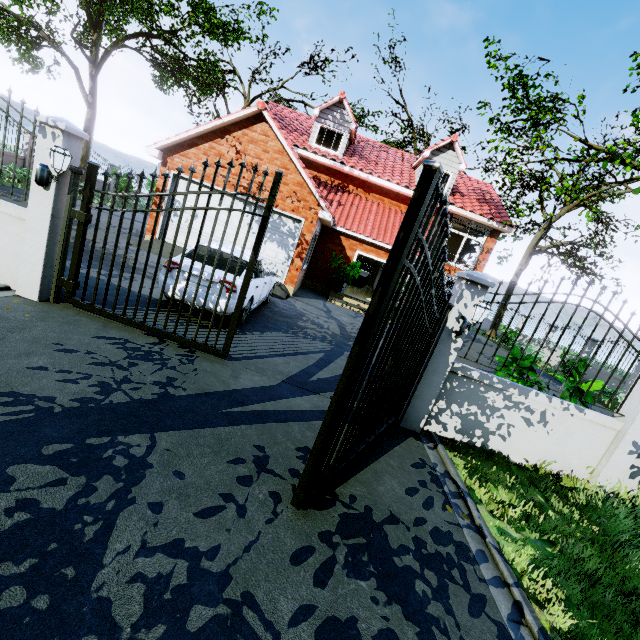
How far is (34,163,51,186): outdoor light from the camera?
4.3 meters

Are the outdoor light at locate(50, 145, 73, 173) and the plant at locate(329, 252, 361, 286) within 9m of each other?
no

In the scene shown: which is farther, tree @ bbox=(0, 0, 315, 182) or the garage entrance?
tree @ bbox=(0, 0, 315, 182)

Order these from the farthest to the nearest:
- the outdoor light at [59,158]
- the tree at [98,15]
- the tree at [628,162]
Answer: the tree at [98,15] → the tree at [628,162] → the outdoor light at [59,158]

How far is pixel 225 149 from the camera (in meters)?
11.45

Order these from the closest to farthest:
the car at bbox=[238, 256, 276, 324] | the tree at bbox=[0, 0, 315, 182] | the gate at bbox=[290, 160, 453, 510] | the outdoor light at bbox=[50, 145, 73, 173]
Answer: the gate at bbox=[290, 160, 453, 510]
the outdoor light at bbox=[50, 145, 73, 173]
the car at bbox=[238, 256, 276, 324]
the tree at bbox=[0, 0, 315, 182]

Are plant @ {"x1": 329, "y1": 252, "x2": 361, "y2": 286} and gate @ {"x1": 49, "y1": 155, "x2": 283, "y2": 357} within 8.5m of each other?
no

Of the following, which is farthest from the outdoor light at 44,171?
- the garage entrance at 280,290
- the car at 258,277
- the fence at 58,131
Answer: the garage entrance at 280,290
